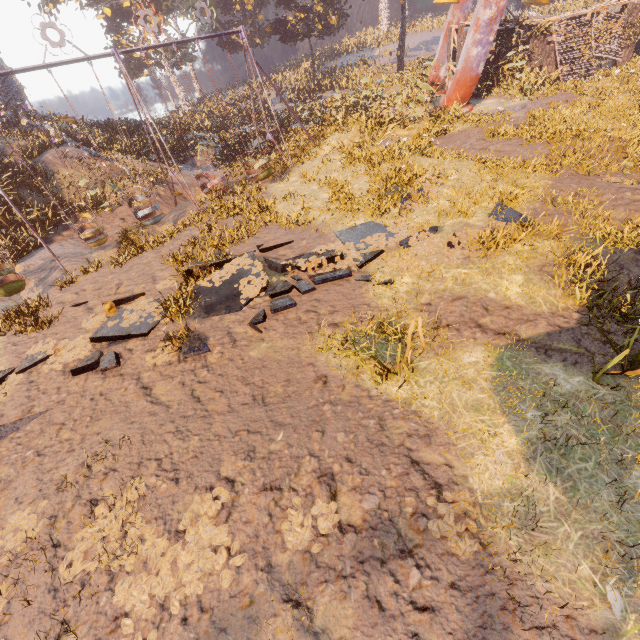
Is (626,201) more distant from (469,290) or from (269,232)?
(269,232)

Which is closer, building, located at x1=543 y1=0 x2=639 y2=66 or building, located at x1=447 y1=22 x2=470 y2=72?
building, located at x1=543 y1=0 x2=639 y2=66

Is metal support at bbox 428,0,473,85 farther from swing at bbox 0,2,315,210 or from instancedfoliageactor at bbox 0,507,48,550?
instancedfoliageactor at bbox 0,507,48,550

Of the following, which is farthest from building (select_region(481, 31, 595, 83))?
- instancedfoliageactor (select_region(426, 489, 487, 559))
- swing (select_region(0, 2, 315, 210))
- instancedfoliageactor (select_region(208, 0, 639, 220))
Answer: instancedfoliageactor (select_region(426, 489, 487, 559))

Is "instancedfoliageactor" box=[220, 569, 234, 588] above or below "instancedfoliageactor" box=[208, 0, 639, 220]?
below

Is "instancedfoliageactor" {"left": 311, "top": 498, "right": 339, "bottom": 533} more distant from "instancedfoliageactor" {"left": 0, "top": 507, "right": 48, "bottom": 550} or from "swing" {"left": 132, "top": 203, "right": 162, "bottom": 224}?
"swing" {"left": 132, "top": 203, "right": 162, "bottom": 224}

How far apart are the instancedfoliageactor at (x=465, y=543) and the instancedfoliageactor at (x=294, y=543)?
1.0 meters

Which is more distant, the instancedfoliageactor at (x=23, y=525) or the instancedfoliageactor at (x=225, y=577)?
the instancedfoliageactor at (x=23, y=525)
